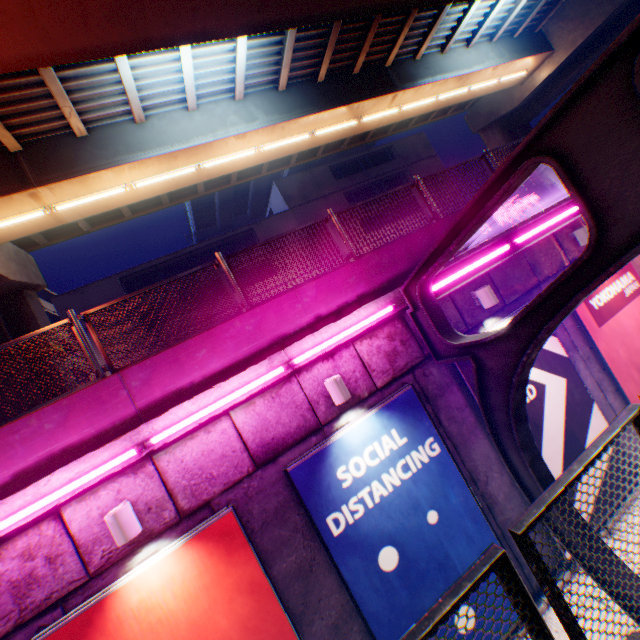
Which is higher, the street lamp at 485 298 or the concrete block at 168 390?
the concrete block at 168 390

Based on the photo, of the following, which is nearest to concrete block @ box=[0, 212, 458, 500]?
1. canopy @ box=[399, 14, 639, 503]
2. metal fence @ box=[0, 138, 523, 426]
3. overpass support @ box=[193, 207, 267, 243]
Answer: metal fence @ box=[0, 138, 523, 426]

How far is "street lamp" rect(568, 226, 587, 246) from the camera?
7.6m

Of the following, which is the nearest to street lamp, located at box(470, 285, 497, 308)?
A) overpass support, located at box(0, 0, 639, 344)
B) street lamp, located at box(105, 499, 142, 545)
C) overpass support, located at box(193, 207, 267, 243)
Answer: street lamp, located at box(105, 499, 142, 545)

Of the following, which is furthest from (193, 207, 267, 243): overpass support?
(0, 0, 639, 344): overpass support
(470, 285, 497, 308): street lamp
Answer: (470, 285, 497, 308): street lamp

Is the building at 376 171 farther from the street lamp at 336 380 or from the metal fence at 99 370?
the street lamp at 336 380

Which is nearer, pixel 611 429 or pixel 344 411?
pixel 611 429

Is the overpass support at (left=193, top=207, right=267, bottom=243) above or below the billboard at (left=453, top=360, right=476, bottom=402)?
above
